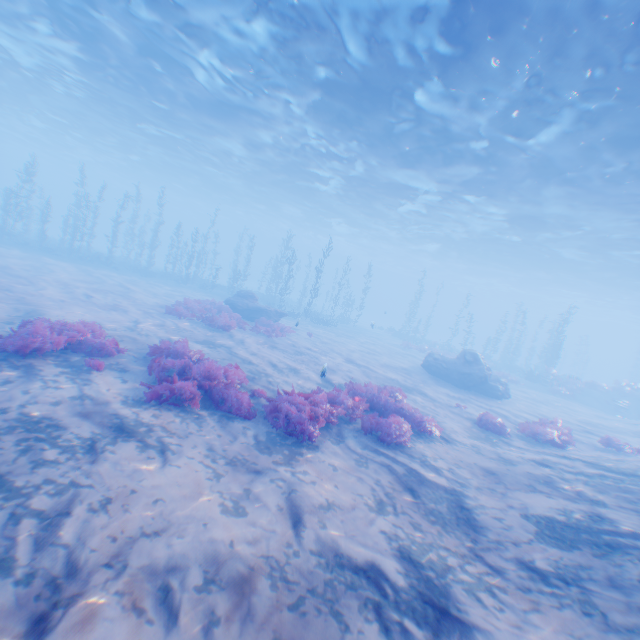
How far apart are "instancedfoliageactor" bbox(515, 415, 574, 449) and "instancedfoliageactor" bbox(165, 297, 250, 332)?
15.9 meters

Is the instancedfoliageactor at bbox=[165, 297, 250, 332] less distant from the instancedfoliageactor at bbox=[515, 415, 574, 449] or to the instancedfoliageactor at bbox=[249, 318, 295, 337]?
the instancedfoliageactor at bbox=[249, 318, 295, 337]

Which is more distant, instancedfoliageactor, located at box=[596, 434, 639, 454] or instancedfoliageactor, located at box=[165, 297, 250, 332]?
instancedfoliageactor, located at box=[165, 297, 250, 332]

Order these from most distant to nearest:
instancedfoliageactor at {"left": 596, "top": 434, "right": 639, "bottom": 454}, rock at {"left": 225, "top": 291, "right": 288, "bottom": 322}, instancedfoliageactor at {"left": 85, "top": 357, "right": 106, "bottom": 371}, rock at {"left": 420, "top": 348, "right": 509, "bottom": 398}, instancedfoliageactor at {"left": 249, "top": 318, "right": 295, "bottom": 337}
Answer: rock at {"left": 225, "top": 291, "right": 288, "bottom": 322} → rock at {"left": 420, "top": 348, "right": 509, "bottom": 398} → instancedfoliageactor at {"left": 249, "top": 318, "right": 295, "bottom": 337} → instancedfoliageactor at {"left": 596, "top": 434, "right": 639, "bottom": 454} → instancedfoliageactor at {"left": 85, "top": 357, "right": 106, "bottom": 371}

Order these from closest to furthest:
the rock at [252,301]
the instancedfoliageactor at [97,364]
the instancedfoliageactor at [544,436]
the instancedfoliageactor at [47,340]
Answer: the instancedfoliageactor at [47,340]
the instancedfoliageactor at [97,364]
the instancedfoliageactor at [544,436]
the rock at [252,301]

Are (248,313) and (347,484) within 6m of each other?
no

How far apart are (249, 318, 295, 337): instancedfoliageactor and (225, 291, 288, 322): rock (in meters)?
2.53

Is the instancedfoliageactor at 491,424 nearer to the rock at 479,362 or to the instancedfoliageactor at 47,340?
the rock at 479,362
